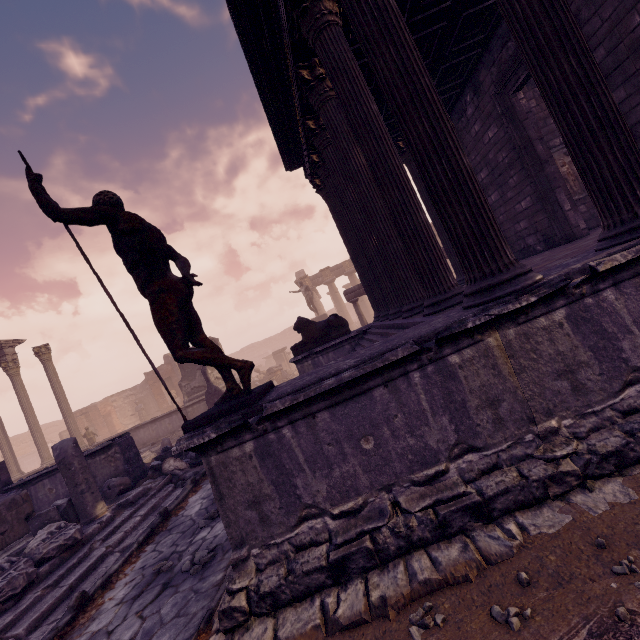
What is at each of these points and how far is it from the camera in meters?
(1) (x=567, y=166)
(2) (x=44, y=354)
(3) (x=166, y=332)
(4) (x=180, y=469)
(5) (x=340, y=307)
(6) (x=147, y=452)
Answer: (1) relief sculpture, 9.5
(2) column, 15.9
(3) sculpture, 3.1
(4) sculpture, 8.2
(5) column, 31.1
(6) pool, 13.0

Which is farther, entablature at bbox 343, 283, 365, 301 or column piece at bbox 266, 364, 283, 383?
column piece at bbox 266, 364, 283, 383

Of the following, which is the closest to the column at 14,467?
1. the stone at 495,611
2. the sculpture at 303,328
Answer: the sculpture at 303,328

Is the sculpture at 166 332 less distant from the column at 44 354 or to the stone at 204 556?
the stone at 204 556

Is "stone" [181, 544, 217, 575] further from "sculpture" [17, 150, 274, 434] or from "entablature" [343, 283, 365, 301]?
"entablature" [343, 283, 365, 301]

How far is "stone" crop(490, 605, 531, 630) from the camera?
1.8m

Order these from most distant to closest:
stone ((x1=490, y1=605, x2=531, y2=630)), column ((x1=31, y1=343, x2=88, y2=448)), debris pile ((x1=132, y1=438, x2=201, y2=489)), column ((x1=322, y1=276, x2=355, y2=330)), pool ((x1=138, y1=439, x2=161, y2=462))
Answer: column ((x1=322, y1=276, x2=355, y2=330))
column ((x1=31, y1=343, x2=88, y2=448))
pool ((x1=138, y1=439, x2=161, y2=462))
debris pile ((x1=132, y1=438, x2=201, y2=489))
stone ((x1=490, y1=605, x2=531, y2=630))

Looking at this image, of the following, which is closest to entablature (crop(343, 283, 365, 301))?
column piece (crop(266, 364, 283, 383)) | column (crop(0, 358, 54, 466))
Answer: Result: column piece (crop(266, 364, 283, 383))
